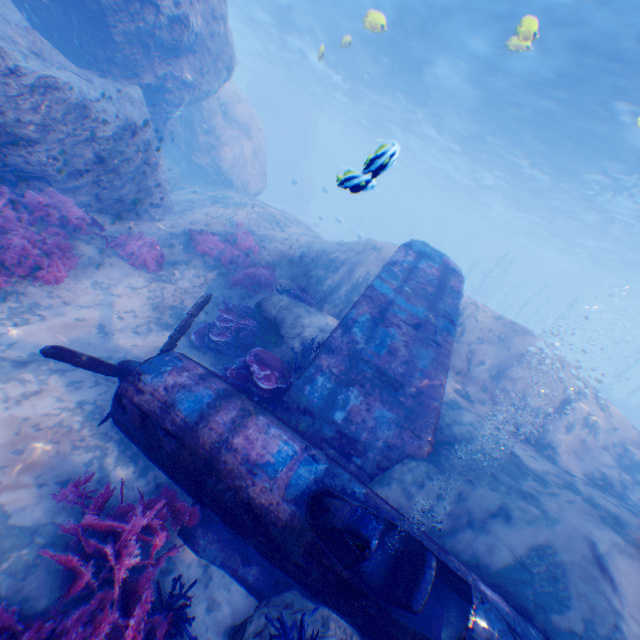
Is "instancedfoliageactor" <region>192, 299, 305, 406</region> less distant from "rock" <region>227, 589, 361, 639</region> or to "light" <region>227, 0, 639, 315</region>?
"rock" <region>227, 589, 361, 639</region>

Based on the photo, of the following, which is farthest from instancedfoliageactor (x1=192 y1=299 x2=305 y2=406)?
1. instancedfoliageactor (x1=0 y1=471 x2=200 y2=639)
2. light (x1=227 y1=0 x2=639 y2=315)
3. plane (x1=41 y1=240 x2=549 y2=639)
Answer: light (x1=227 y1=0 x2=639 y2=315)

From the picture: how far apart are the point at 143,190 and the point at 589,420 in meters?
14.0 m

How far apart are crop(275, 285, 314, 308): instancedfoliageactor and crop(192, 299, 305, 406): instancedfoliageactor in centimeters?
249cm

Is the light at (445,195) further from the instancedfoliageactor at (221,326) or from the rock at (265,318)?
the instancedfoliageactor at (221,326)

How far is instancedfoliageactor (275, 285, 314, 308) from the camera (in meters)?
9.10

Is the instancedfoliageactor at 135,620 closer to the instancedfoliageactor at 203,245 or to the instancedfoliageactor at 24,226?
the instancedfoliageactor at 203,245

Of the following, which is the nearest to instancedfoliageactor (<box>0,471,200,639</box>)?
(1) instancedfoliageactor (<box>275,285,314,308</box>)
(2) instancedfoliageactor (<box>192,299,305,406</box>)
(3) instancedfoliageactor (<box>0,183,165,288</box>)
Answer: (2) instancedfoliageactor (<box>192,299,305,406</box>)
